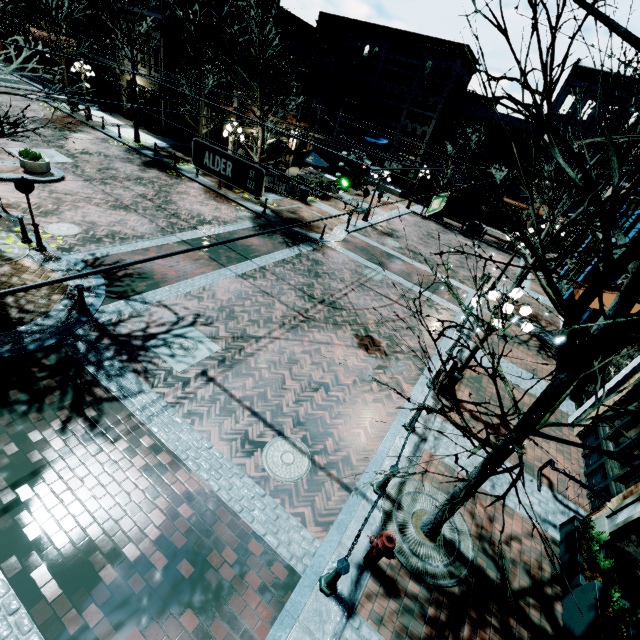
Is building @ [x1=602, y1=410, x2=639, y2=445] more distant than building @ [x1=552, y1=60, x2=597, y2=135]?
No

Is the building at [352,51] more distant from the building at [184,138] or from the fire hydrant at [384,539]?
the fire hydrant at [384,539]

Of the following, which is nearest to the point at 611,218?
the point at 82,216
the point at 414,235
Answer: the point at 82,216

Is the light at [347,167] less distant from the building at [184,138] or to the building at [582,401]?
the building at [582,401]

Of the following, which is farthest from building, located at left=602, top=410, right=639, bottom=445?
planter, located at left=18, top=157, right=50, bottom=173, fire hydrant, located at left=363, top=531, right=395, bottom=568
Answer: planter, located at left=18, top=157, right=50, bottom=173

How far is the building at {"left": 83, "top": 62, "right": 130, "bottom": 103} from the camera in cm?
2602

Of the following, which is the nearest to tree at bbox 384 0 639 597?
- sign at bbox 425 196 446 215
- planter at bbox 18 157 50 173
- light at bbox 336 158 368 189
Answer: sign at bbox 425 196 446 215

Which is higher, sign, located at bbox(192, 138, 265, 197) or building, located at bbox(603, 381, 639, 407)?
sign, located at bbox(192, 138, 265, 197)
